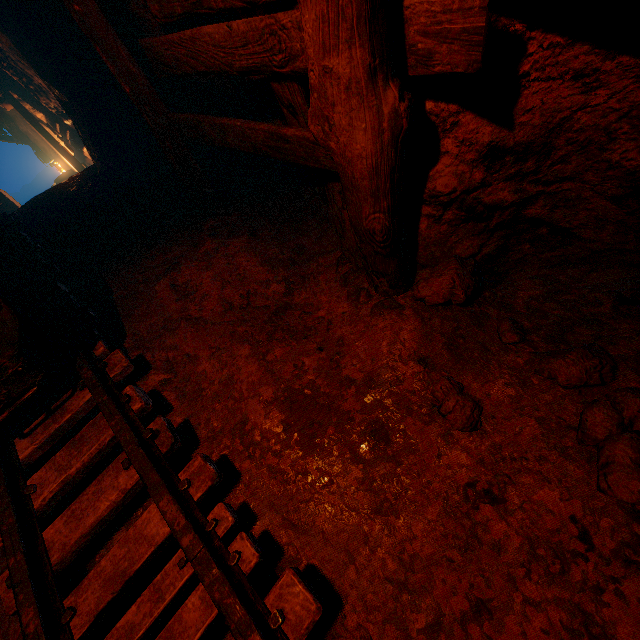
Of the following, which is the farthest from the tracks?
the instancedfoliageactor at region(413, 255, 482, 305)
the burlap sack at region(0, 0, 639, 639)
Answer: the instancedfoliageactor at region(413, 255, 482, 305)

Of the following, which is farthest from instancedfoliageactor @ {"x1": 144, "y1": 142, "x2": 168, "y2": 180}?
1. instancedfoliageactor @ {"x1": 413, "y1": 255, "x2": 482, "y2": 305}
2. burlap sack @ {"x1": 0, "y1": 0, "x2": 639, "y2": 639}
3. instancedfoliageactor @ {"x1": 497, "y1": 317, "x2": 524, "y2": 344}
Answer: instancedfoliageactor @ {"x1": 497, "y1": 317, "x2": 524, "y2": 344}

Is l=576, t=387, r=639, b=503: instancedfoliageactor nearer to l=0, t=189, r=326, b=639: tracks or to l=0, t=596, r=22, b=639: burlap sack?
l=0, t=596, r=22, b=639: burlap sack

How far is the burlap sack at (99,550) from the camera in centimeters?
183cm

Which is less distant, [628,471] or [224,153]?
[628,471]

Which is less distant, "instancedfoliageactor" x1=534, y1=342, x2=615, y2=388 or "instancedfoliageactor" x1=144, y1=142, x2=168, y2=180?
"instancedfoliageactor" x1=534, y1=342, x2=615, y2=388

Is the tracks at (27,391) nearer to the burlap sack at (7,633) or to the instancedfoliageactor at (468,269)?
the burlap sack at (7,633)

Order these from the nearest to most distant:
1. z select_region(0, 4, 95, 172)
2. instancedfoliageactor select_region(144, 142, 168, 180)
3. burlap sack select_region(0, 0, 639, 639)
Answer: burlap sack select_region(0, 0, 639, 639)
instancedfoliageactor select_region(144, 142, 168, 180)
z select_region(0, 4, 95, 172)
